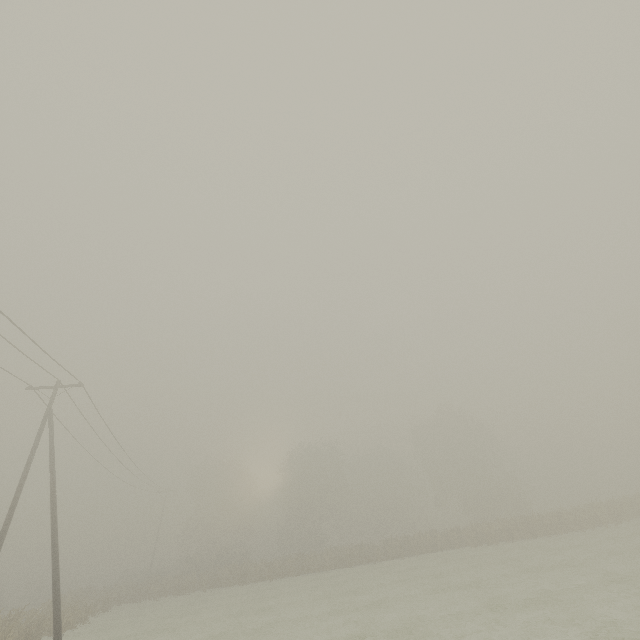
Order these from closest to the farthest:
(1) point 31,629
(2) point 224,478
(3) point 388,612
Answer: (3) point 388,612 → (1) point 31,629 → (2) point 224,478
